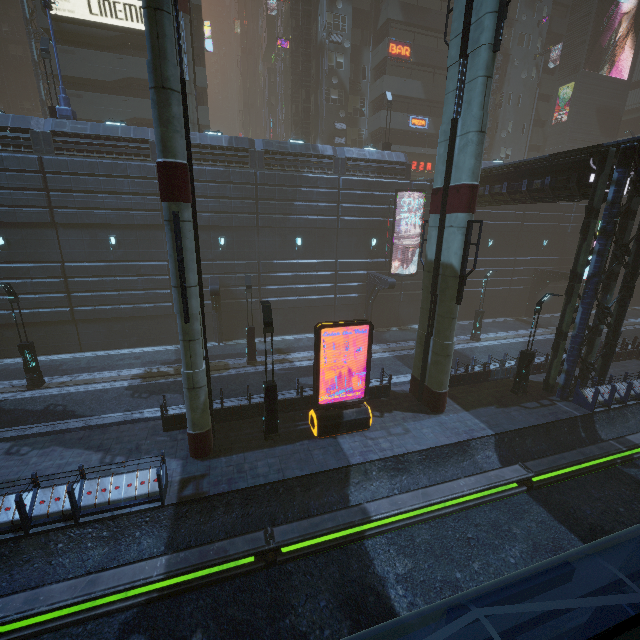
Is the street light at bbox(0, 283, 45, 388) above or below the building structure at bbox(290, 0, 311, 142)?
below

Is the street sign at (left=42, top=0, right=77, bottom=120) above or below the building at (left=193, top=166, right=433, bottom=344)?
above

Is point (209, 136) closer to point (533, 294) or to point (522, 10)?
point (533, 294)

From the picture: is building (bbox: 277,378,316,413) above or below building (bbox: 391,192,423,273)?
below

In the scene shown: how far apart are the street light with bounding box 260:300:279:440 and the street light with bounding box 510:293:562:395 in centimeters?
1270cm

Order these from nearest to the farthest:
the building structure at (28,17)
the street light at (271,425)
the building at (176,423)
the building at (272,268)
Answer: the street light at (271,425) → the building at (176,423) → the building at (272,268) → the building structure at (28,17)

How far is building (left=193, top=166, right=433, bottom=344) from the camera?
21.72m

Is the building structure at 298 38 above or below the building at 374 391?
above
